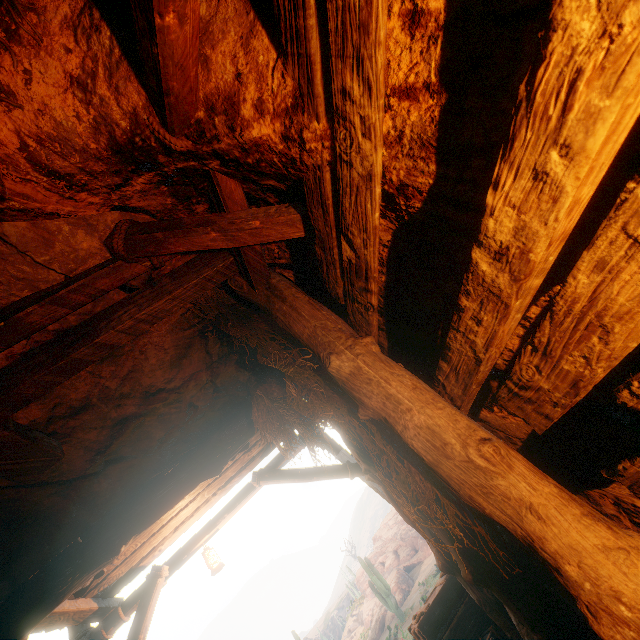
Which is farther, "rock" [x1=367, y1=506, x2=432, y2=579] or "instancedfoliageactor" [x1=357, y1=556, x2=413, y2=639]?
"rock" [x1=367, y1=506, x2=432, y2=579]

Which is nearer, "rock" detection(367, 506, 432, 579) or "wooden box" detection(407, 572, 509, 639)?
"wooden box" detection(407, 572, 509, 639)

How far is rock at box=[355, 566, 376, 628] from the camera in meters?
26.1

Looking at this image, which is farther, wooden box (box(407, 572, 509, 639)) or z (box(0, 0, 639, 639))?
wooden box (box(407, 572, 509, 639))

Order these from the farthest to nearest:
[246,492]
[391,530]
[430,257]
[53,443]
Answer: [391,530] < [246,492] < [53,443] < [430,257]

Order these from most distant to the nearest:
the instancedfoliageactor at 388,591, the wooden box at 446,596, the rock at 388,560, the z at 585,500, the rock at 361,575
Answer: the rock at 388,560 < the rock at 361,575 < the instancedfoliageactor at 388,591 < the wooden box at 446,596 < the z at 585,500

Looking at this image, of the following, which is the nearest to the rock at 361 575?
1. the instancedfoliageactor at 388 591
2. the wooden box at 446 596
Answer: the instancedfoliageactor at 388 591
